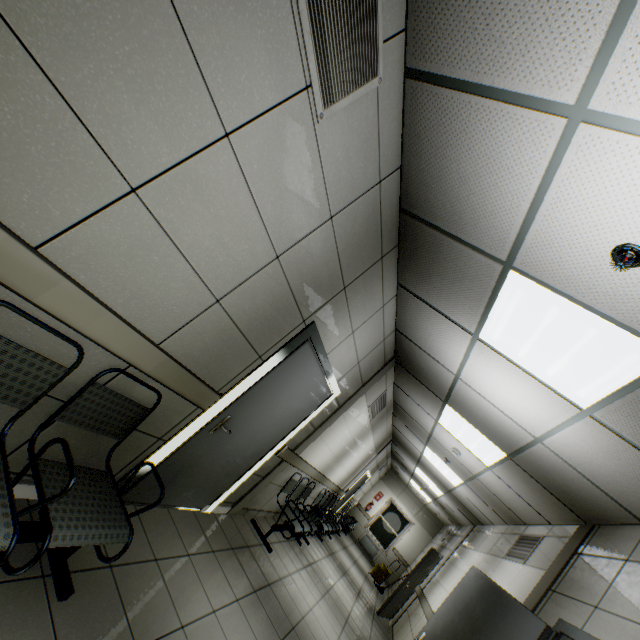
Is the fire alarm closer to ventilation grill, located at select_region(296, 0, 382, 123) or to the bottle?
ventilation grill, located at select_region(296, 0, 382, 123)

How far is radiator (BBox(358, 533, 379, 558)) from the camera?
13.5 meters

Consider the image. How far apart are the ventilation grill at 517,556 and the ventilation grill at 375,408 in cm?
296

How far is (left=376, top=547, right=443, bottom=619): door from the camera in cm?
778

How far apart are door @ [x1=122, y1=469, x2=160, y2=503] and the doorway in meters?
0.0 m

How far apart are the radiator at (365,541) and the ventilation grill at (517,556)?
10.25m

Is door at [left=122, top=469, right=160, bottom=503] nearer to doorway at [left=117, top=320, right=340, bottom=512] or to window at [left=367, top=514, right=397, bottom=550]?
doorway at [left=117, top=320, right=340, bottom=512]

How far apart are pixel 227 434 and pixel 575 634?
3.3m
